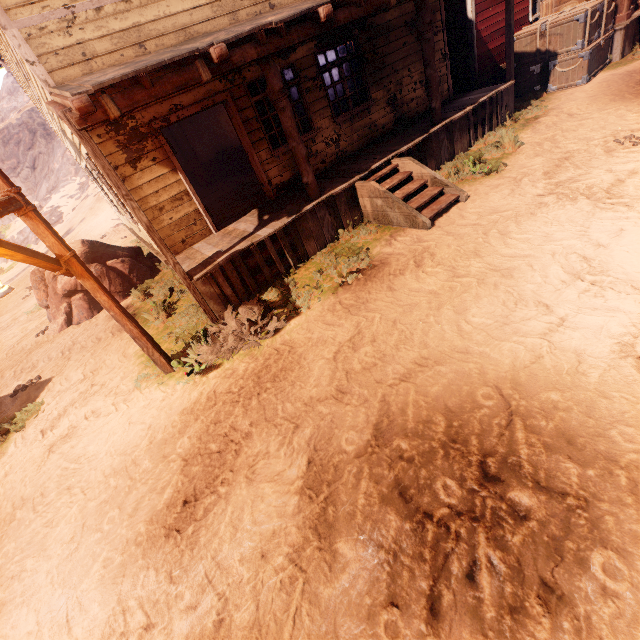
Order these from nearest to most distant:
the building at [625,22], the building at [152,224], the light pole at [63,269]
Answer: the light pole at [63,269], the building at [152,224], the building at [625,22]

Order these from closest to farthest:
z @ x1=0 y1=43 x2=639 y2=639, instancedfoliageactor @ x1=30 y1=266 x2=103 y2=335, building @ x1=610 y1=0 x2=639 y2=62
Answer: z @ x1=0 y1=43 x2=639 y2=639
instancedfoliageactor @ x1=30 y1=266 x2=103 y2=335
building @ x1=610 y1=0 x2=639 y2=62

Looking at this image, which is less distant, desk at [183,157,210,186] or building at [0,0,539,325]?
building at [0,0,539,325]

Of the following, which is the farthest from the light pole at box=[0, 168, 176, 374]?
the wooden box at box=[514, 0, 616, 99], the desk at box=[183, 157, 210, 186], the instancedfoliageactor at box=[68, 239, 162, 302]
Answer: the wooden box at box=[514, 0, 616, 99]

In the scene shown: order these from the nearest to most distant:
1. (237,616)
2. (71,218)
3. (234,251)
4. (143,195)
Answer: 1. (237,616)
2. (234,251)
3. (143,195)
4. (71,218)

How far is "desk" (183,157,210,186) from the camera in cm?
1340

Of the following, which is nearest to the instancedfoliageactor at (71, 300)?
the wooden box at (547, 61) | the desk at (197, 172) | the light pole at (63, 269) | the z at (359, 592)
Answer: the z at (359, 592)

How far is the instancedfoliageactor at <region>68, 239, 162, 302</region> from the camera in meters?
9.0 m
